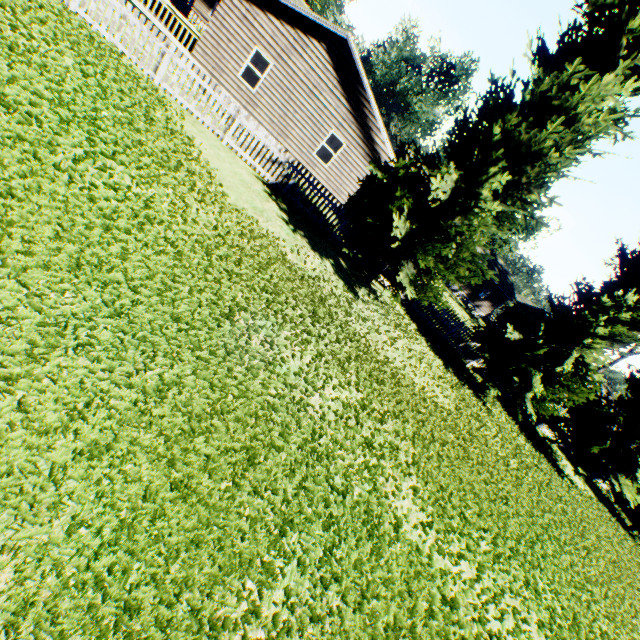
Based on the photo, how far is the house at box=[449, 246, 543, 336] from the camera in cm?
3753

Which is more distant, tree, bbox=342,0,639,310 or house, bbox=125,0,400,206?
house, bbox=125,0,400,206

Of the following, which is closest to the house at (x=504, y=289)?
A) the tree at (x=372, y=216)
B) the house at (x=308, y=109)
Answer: the house at (x=308, y=109)

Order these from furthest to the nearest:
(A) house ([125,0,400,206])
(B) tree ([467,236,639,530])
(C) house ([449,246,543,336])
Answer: (C) house ([449,246,543,336]) → (A) house ([125,0,400,206]) → (B) tree ([467,236,639,530])

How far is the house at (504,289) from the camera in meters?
37.5 m

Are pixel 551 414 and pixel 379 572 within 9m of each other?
no

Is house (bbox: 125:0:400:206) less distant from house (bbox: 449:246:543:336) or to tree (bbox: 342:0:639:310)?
house (bbox: 449:246:543:336)
